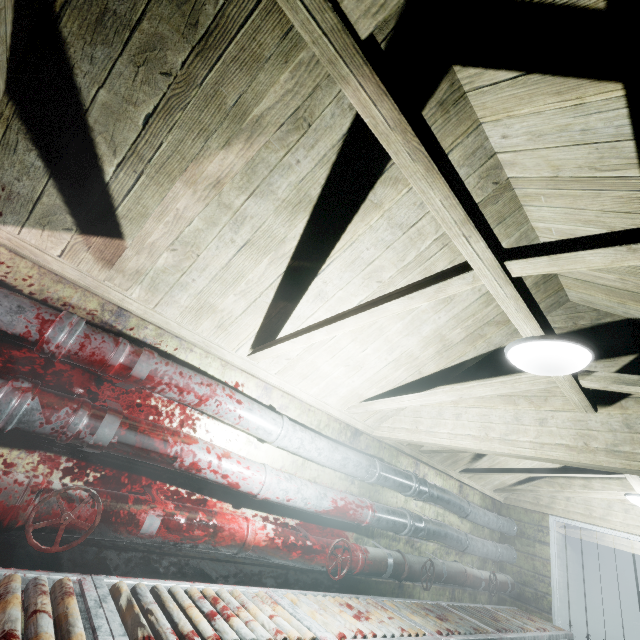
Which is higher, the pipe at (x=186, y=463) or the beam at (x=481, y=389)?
the beam at (x=481, y=389)

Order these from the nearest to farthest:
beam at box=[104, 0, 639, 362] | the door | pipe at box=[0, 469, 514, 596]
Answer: beam at box=[104, 0, 639, 362]
pipe at box=[0, 469, 514, 596]
the door

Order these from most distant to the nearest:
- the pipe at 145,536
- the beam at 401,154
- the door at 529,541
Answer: the door at 529,541
the pipe at 145,536
the beam at 401,154

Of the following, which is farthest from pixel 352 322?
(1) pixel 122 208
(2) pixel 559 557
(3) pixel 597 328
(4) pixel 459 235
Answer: (2) pixel 559 557

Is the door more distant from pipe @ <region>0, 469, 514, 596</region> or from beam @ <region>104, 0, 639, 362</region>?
beam @ <region>104, 0, 639, 362</region>

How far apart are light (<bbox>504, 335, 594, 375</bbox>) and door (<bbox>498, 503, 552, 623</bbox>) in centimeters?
407cm

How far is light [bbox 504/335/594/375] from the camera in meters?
1.4

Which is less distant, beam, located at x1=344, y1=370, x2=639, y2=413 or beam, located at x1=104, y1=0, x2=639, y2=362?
beam, located at x1=104, y1=0, x2=639, y2=362
